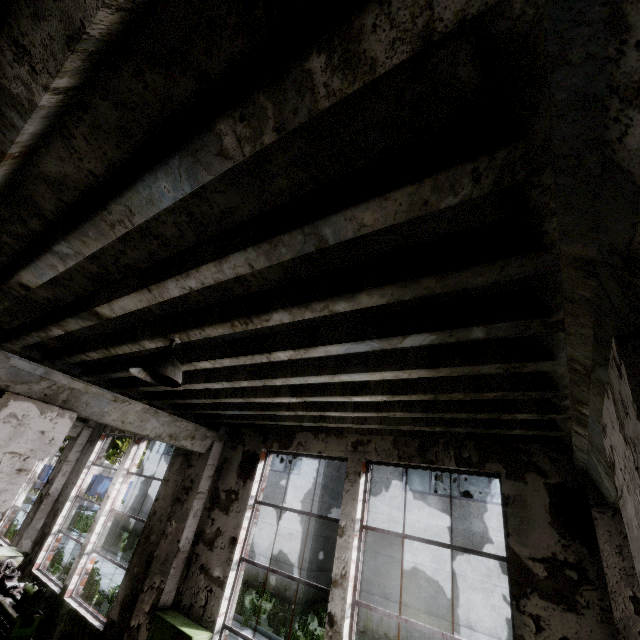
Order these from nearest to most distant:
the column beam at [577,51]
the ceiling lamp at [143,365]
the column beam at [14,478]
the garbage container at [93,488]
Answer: the column beam at [577,51]
the ceiling lamp at [143,365]
the column beam at [14,478]
the garbage container at [93,488]

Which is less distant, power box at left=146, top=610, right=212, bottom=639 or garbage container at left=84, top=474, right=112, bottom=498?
power box at left=146, top=610, right=212, bottom=639

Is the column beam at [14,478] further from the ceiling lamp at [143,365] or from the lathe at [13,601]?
the ceiling lamp at [143,365]

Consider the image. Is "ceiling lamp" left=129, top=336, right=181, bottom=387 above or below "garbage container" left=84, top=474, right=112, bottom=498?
above

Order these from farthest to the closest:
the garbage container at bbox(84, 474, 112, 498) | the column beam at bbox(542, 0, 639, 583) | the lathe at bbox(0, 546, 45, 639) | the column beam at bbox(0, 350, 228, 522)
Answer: the garbage container at bbox(84, 474, 112, 498) → the lathe at bbox(0, 546, 45, 639) → the column beam at bbox(0, 350, 228, 522) → the column beam at bbox(542, 0, 639, 583)

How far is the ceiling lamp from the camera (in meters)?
2.60

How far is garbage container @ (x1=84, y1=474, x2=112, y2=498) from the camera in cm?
3597

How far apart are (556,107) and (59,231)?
2.47m
